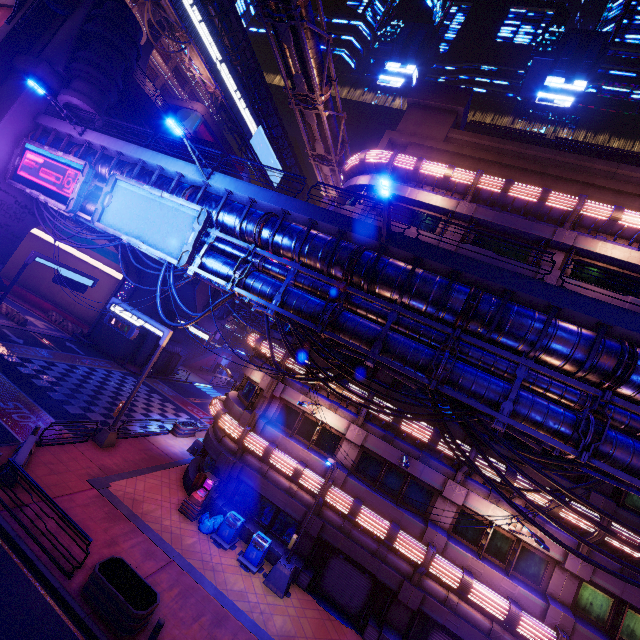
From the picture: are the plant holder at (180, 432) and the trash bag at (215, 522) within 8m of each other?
no

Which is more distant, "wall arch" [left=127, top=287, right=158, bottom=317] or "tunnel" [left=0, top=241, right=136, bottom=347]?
"wall arch" [left=127, top=287, right=158, bottom=317]

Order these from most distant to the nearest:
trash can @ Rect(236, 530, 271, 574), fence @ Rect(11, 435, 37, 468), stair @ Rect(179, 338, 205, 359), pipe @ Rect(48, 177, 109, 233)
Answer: stair @ Rect(179, 338, 205, 359)
pipe @ Rect(48, 177, 109, 233)
trash can @ Rect(236, 530, 271, 574)
fence @ Rect(11, 435, 37, 468)

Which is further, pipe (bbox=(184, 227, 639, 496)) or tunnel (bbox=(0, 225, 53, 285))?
tunnel (bbox=(0, 225, 53, 285))

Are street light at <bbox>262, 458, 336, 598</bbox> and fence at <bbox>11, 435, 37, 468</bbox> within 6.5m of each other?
no

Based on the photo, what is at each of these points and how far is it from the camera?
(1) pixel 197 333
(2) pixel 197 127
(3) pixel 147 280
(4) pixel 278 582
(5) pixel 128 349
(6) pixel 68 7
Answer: (1) sign, 35.06m
(2) building, 50.69m
(3) wall arch, 36.66m
(4) street light, 13.91m
(5) wall arch, 35.97m
(6) satellite dish, 22.45m

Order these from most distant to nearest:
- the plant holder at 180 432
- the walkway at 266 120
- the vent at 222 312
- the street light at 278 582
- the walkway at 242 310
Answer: the walkway at 266 120
the walkway at 242 310
the vent at 222 312
the plant holder at 180 432
the street light at 278 582

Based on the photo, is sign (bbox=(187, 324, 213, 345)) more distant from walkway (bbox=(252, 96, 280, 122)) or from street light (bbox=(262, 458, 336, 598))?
street light (bbox=(262, 458, 336, 598))
